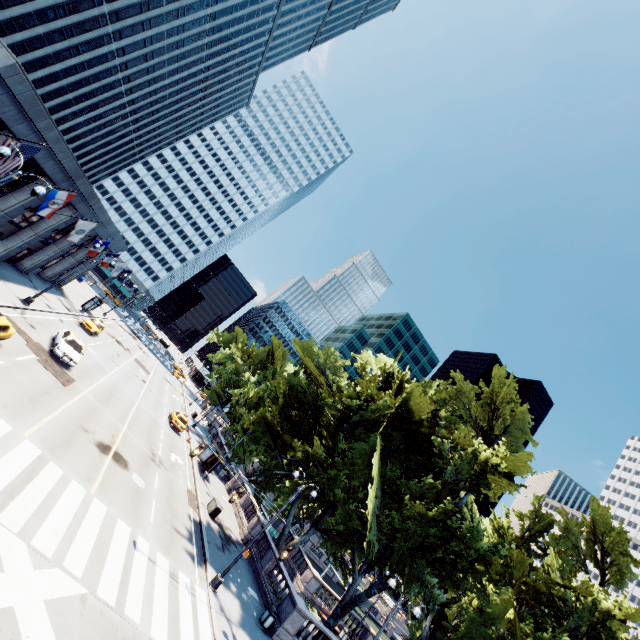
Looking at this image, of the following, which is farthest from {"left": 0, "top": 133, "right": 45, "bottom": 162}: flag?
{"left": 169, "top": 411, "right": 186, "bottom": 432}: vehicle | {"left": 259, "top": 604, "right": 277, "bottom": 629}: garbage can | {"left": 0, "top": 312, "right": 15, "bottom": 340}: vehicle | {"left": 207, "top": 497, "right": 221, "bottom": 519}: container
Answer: {"left": 169, "top": 411, "right": 186, "bottom": 432}: vehicle

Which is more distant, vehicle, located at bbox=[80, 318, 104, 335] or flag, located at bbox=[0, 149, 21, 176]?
vehicle, located at bbox=[80, 318, 104, 335]

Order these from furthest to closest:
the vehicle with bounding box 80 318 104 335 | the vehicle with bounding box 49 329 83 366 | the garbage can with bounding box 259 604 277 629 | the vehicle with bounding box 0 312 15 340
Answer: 1. the vehicle with bounding box 80 318 104 335
2. the vehicle with bounding box 49 329 83 366
3. the garbage can with bounding box 259 604 277 629
4. the vehicle with bounding box 0 312 15 340

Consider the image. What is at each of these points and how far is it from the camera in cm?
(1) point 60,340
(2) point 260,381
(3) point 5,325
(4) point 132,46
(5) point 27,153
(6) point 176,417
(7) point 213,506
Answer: (1) vehicle, 2408
(2) tree, 5434
(3) vehicle, 1669
(4) building, 4869
(5) flag, 1451
(6) vehicle, 3781
(7) container, 2570

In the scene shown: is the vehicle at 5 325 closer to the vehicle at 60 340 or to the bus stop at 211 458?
the vehicle at 60 340

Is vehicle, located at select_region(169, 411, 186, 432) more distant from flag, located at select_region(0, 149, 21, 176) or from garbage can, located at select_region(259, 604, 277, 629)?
flag, located at select_region(0, 149, 21, 176)

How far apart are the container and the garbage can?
7.9 meters

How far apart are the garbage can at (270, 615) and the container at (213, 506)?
7.9 meters
